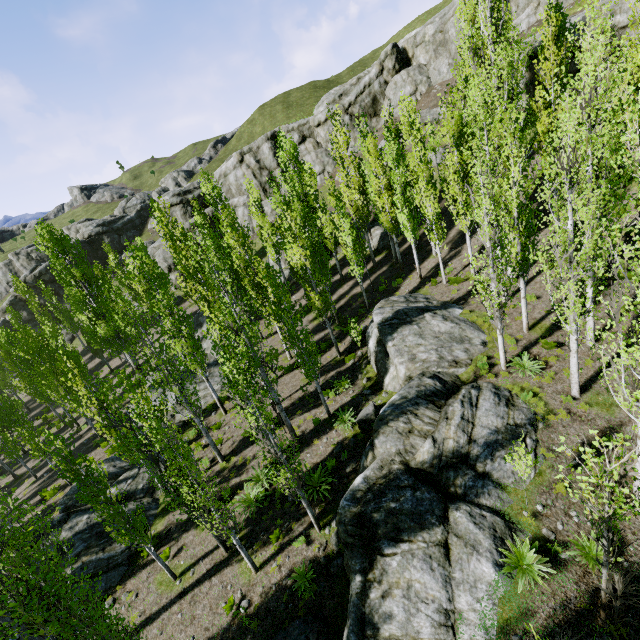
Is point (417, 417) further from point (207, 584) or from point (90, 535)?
point (90, 535)

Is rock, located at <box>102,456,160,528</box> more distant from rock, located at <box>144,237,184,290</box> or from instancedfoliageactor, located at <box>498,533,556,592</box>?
rock, located at <box>144,237,184,290</box>

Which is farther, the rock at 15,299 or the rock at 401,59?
the rock at 15,299

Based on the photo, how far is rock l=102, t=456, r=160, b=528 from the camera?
16.09m

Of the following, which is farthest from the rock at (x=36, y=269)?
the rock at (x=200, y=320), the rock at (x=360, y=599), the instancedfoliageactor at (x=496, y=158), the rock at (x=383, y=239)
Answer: the rock at (x=360, y=599)

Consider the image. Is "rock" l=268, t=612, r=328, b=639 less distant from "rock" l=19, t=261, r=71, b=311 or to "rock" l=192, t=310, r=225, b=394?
"rock" l=192, t=310, r=225, b=394

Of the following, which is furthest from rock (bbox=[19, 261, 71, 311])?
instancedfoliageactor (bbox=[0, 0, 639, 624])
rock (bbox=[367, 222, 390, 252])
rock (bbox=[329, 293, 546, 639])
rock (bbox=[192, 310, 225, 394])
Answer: rock (bbox=[329, 293, 546, 639])

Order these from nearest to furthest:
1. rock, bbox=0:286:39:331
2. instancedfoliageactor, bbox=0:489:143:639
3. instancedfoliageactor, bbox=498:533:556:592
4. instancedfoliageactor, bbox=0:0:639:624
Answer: instancedfoliageactor, bbox=0:489:143:639, instancedfoliageactor, bbox=498:533:556:592, instancedfoliageactor, bbox=0:0:639:624, rock, bbox=0:286:39:331
